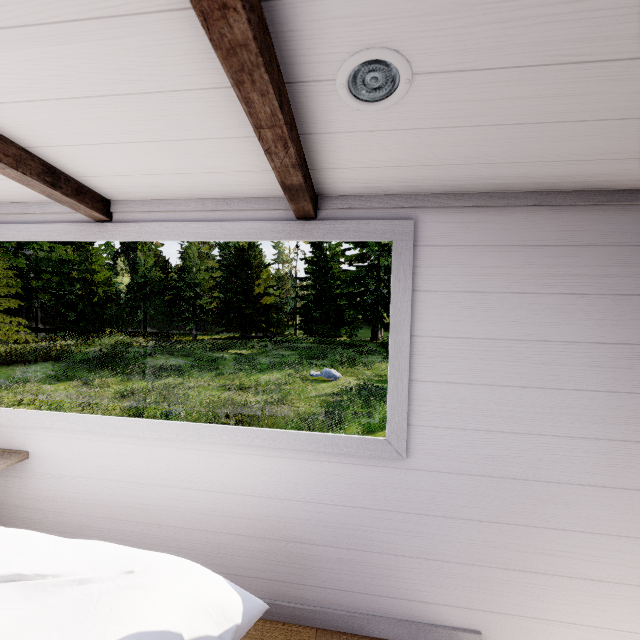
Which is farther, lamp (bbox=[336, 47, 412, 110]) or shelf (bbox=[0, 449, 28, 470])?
shelf (bbox=[0, 449, 28, 470])

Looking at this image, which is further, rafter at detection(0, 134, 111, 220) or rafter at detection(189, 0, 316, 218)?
rafter at detection(0, 134, 111, 220)

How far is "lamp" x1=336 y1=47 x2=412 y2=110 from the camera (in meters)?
0.83

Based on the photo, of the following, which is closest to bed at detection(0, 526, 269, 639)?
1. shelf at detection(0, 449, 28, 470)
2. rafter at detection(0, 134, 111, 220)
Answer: shelf at detection(0, 449, 28, 470)

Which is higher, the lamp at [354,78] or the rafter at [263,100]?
the lamp at [354,78]

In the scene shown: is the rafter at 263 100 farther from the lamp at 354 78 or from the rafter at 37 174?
the rafter at 37 174

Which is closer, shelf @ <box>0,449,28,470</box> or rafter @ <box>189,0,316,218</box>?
rafter @ <box>189,0,316,218</box>

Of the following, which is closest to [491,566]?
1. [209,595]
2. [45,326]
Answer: [209,595]
